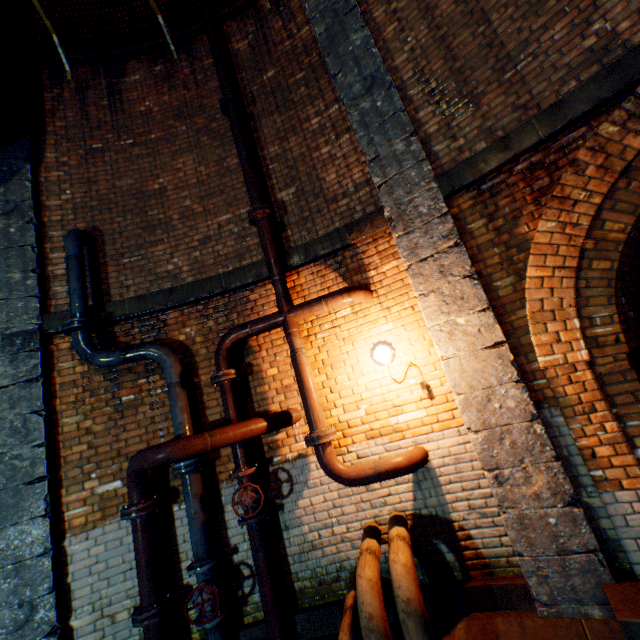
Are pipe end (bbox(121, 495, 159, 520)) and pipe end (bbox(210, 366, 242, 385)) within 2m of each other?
yes

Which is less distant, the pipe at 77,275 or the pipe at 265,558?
the pipe at 265,558

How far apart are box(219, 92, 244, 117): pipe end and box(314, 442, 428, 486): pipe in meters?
5.0 m

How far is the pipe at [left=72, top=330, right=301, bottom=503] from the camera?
3.19m

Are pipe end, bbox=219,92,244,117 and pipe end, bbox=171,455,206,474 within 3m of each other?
no

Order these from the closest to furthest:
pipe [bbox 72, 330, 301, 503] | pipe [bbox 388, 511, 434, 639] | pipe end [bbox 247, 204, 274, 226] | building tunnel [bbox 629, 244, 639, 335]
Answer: pipe [bbox 388, 511, 434, 639] < pipe [bbox 72, 330, 301, 503] < pipe end [bbox 247, 204, 274, 226] < building tunnel [bbox 629, 244, 639, 335]

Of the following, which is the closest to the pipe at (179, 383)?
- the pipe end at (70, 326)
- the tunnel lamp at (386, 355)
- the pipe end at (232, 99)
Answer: the pipe end at (70, 326)

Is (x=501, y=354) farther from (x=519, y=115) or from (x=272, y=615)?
(x=272, y=615)
